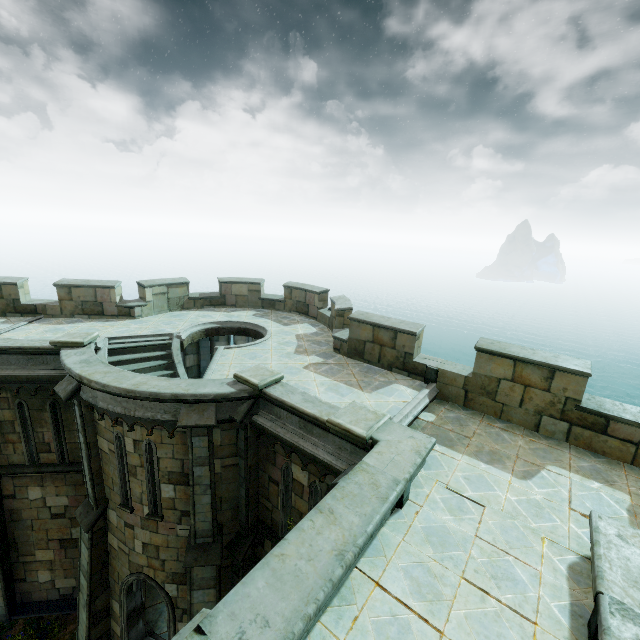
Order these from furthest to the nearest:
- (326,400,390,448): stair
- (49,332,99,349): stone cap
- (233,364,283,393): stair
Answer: (49,332,99,349): stone cap → (233,364,283,393): stair → (326,400,390,448): stair

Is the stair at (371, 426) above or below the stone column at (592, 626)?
above

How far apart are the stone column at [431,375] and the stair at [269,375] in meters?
4.1

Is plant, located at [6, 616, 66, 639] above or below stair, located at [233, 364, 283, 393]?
below

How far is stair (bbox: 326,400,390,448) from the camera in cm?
640

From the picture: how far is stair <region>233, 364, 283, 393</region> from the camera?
8.0 meters

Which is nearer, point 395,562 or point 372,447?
point 395,562

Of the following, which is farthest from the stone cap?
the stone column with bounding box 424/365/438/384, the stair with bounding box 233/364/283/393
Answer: the stone column with bounding box 424/365/438/384
